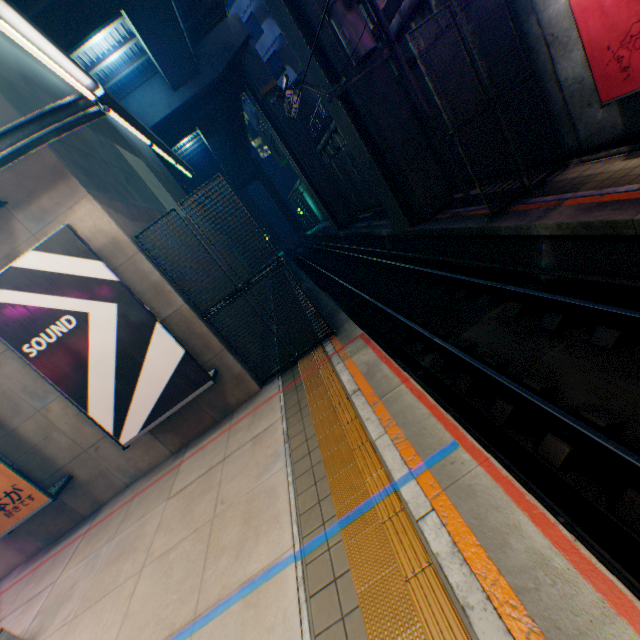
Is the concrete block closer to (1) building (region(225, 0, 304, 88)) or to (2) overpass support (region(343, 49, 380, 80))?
(1) building (region(225, 0, 304, 88))

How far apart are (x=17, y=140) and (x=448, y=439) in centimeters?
803cm

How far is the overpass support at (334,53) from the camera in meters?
10.6

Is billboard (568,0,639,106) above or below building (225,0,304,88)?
below

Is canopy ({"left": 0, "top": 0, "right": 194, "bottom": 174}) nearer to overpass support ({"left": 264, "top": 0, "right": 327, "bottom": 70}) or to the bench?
the bench

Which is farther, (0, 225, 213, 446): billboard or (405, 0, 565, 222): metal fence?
(405, 0, 565, 222): metal fence

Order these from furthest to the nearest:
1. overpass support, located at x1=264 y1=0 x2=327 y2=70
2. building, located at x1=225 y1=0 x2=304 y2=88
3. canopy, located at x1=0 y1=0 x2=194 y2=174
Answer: building, located at x1=225 y1=0 x2=304 y2=88
overpass support, located at x1=264 y1=0 x2=327 y2=70
canopy, located at x1=0 y1=0 x2=194 y2=174

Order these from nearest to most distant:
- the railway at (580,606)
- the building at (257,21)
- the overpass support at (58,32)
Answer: the railway at (580,606) < the overpass support at (58,32) < the building at (257,21)
